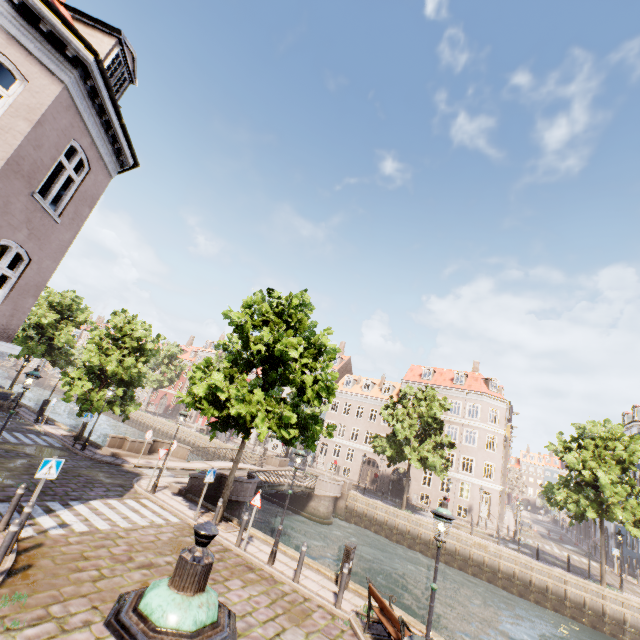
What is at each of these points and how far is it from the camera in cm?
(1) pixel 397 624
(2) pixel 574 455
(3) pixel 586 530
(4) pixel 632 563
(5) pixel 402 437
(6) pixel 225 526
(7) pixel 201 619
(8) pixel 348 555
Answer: (1) bench, 720
(2) tree, 2372
(3) building, 5012
(4) building, 3127
(5) tree, 2831
(6) tree planter, 1295
(7) street light, 129
(8) electrical box, 1068

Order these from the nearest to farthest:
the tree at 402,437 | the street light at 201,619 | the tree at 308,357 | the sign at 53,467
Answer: the street light at 201,619, the sign at 53,467, the tree at 308,357, the tree at 402,437

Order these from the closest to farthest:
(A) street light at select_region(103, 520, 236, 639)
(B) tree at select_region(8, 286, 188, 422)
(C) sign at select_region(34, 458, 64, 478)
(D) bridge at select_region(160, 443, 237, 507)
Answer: (A) street light at select_region(103, 520, 236, 639), (C) sign at select_region(34, 458, 64, 478), (D) bridge at select_region(160, 443, 237, 507), (B) tree at select_region(8, 286, 188, 422)

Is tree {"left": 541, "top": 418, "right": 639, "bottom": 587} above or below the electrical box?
above

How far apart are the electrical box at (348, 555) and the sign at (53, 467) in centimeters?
896cm

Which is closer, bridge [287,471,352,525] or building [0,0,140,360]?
building [0,0,140,360]

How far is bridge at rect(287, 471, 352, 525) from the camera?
26.77m

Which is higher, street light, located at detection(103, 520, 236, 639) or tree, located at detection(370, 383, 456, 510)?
tree, located at detection(370, 383, 456, 510)
